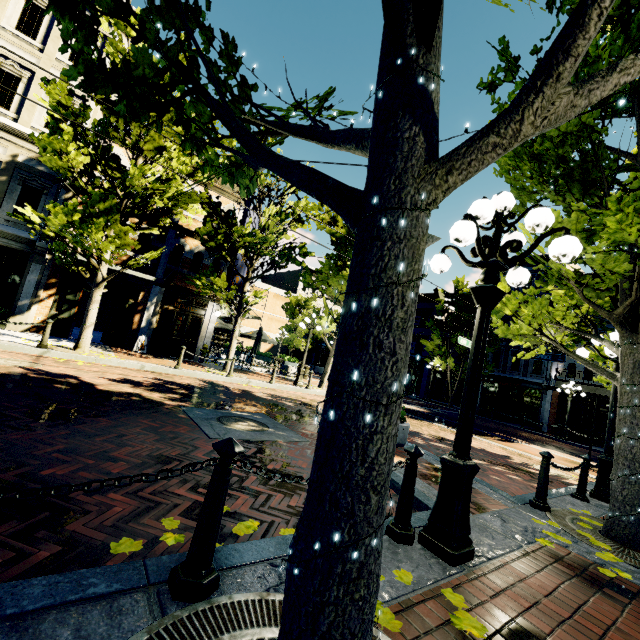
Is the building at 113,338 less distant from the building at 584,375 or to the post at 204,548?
the building at 584,375

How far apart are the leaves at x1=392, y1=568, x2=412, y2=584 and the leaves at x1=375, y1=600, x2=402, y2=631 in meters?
0.4 m

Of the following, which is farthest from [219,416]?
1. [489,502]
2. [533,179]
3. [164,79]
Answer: [164,79]

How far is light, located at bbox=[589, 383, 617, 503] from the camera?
6.4 meters

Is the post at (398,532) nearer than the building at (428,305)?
Yes

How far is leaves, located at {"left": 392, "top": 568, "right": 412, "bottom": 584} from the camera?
2.43m

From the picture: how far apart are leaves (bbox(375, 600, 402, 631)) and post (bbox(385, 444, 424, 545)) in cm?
72

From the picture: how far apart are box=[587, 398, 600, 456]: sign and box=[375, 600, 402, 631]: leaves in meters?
8.1 m
